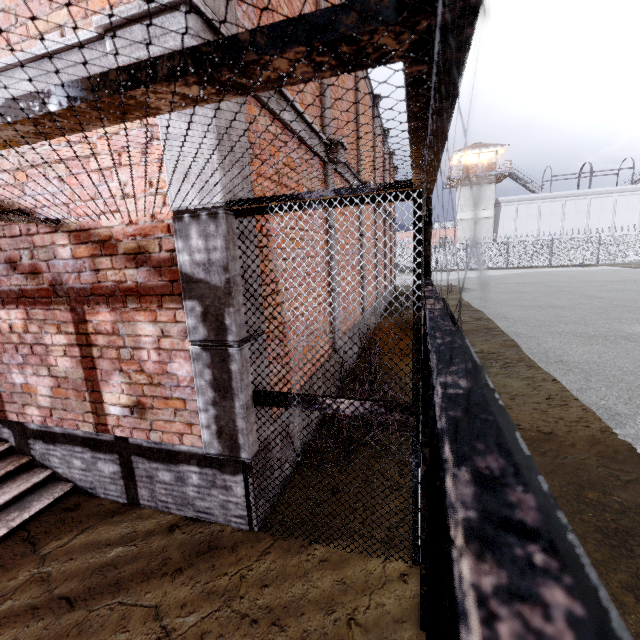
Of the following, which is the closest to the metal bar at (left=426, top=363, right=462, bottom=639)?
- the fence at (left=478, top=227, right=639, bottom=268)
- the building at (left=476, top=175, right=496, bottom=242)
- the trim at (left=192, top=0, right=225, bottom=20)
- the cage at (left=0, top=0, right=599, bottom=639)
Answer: the cage at (left=0, top=0, right=599, bottom=639)

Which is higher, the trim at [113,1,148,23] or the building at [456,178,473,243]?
the building at [456,178,473,243]

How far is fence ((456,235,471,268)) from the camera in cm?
3497

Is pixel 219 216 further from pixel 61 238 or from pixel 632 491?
pixel 632 491

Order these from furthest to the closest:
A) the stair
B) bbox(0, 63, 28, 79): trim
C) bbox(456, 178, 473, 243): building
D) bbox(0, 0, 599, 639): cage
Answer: bbox(456, 178, 473, 243): building, the stair, bbox(0, 63, 28, 79): trim, bbox(0, 0, 599, 639): cage

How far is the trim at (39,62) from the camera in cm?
239

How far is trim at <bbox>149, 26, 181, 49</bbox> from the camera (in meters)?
1.97
